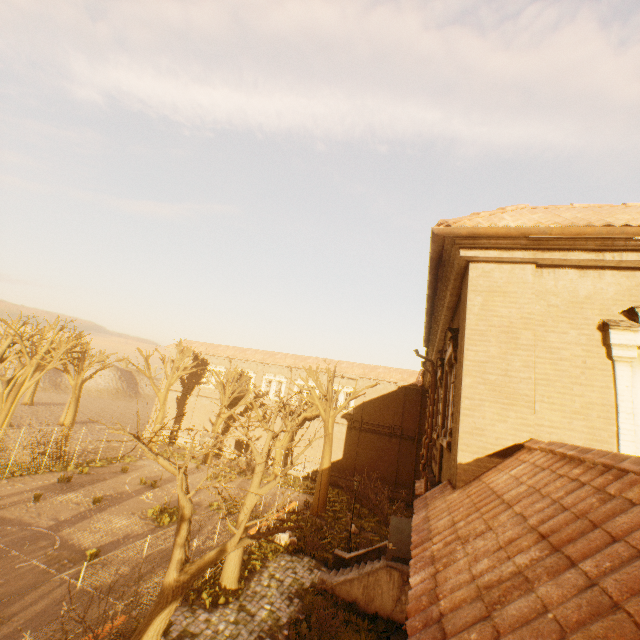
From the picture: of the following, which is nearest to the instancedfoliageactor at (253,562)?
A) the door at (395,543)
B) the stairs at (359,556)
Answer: the stairs at (359,556)

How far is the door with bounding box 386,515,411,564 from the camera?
13.1m

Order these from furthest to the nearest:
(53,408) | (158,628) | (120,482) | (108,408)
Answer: (108,408) → (53,408) → (120,482) → (158,628)

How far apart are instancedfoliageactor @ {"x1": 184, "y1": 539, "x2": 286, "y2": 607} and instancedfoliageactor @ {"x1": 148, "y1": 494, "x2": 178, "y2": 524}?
4.4 meters

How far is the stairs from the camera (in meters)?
12.30

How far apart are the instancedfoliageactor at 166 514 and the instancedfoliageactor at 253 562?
4.35m

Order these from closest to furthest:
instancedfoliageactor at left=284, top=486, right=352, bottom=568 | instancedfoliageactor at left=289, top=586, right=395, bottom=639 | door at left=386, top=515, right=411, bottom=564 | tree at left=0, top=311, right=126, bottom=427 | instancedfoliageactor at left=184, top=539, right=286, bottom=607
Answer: instancedfoliageactor at left=289, top=586, right=395, bottom=639 → instancedfoliageactor at left=184, top=539, right=286, bottom=607 → door at left=386, top=515, right=411, bottom=564 → instancedfoliageactor at left=284, top=486, right=352, bottom=568 → tree at left=0, top=311, right=126, bottom=427

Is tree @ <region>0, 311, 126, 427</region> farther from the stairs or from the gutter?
the gutter
